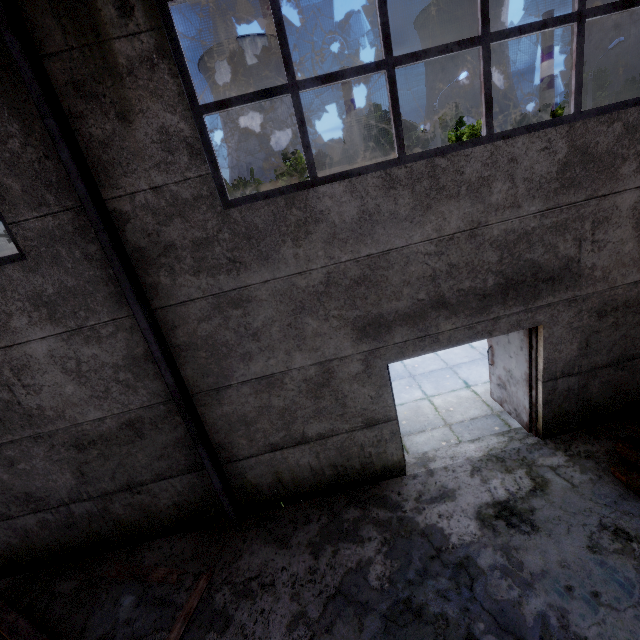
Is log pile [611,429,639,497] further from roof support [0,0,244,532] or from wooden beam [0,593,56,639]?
roof support [0,0,244,532]

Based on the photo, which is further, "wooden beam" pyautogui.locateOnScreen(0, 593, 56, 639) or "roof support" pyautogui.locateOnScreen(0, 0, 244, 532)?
"wooden beam" pyautogui.locateOnScreen(0, 593, 56, 639)

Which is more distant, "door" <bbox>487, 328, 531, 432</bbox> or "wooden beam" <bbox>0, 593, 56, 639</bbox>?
"door" <bbox>487, 328, 531, 432</bbox>

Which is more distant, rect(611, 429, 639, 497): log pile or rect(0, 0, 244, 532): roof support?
rect(611, 429, 639, 497): log pile

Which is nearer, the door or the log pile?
the log pile

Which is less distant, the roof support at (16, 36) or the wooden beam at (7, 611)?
the roof support at (16, 36)

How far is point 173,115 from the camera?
3.5m

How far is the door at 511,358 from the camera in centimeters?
527cm
